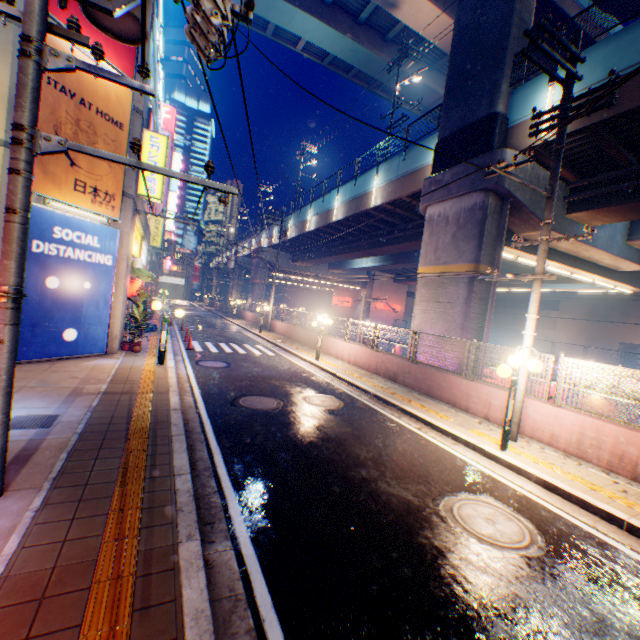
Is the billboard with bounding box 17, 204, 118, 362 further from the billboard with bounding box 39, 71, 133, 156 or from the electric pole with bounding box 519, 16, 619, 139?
the electric pole with bounding box 519, 16, 619, 139

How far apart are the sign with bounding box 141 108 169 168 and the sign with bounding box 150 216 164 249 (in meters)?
14.31

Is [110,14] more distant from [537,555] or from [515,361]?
[515,361]

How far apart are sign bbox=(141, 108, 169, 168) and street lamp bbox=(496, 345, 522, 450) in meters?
13.0 m

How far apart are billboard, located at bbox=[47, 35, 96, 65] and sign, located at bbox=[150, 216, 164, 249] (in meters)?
16.04

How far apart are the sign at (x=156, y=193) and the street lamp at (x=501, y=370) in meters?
13.0

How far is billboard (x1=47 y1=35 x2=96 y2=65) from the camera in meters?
8.5 m

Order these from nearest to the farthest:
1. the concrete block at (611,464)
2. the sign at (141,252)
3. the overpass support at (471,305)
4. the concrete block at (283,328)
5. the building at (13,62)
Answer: the concrete block at (611,464), the building at (13,62), the overpass support at (471,305), the sign at (141,252), the concrete block at (283,328)
